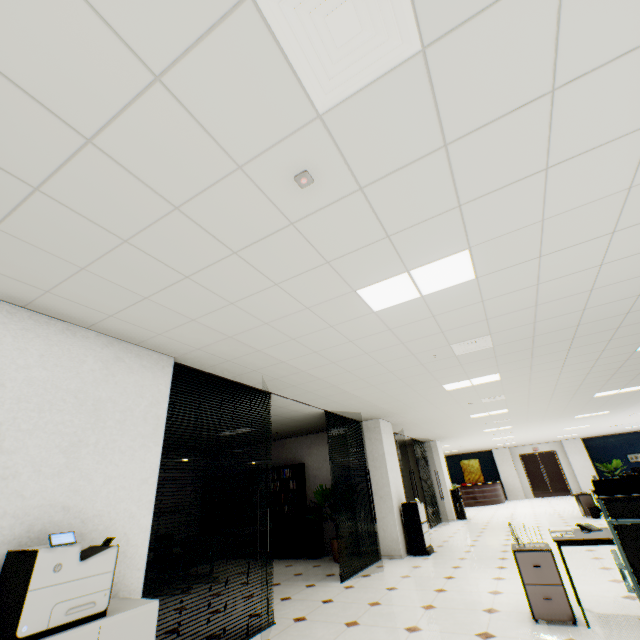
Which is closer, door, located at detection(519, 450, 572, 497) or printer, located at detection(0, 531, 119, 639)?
printer, located at detection(0, 531, 119, 639)

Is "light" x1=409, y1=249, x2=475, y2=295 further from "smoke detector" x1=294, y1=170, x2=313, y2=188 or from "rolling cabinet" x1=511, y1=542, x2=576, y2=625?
"rolling cabinet" x1=511, y1=542, x2=576, y2=625

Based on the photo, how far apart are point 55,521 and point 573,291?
5.1m

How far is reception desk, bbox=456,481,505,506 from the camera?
18.0m

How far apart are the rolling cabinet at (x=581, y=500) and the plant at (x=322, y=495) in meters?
8.2 m

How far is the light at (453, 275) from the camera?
2.63m

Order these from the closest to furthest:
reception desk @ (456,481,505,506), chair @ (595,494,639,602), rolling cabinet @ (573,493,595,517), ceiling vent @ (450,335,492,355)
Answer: chair @ (595,494,639,602) < ceiling vent @ (450,335,492,355) < rolling cabinet @ (573,493,595,517) < reception desk @ (456,481,505,506)

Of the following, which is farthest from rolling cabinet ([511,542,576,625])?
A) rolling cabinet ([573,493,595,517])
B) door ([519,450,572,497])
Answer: door ([519,450,572,497])
